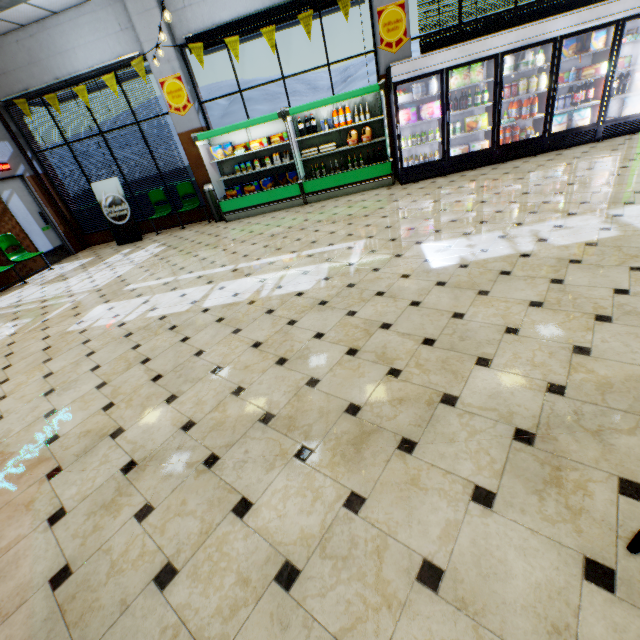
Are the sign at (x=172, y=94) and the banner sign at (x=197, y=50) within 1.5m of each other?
yes

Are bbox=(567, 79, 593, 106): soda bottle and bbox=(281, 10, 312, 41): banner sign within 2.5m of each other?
no

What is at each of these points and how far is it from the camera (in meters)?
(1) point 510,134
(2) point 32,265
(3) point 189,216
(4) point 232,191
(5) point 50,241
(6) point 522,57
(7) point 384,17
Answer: (1) soda bottle, 6.91
(2) building, 8.43
(3) building, 9.47
(4) boxed frozen food, 8.28
(5) door, 9.09
(6) milk jug, 6.34
(7) sign, 6.64

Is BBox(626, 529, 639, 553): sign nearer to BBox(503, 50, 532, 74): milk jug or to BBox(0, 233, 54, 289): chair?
BBox(503, 50, 532, 74): milk jug

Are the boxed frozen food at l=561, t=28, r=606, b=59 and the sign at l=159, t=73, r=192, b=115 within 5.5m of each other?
no

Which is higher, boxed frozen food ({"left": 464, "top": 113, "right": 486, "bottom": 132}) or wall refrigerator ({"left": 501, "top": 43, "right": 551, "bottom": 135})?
boxed frozen food ({"left": 464, "top": 113, "right": 486, "bottom": 132})

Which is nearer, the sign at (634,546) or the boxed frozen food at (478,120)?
the sign at (634,546)

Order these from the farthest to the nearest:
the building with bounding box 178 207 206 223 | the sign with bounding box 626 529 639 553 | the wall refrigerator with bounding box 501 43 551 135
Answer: the building with bounding box 178 207 206 223, the wall refrigerator with bounding box 501 43 551 135, the sign with bounding box 626 529 639 553
